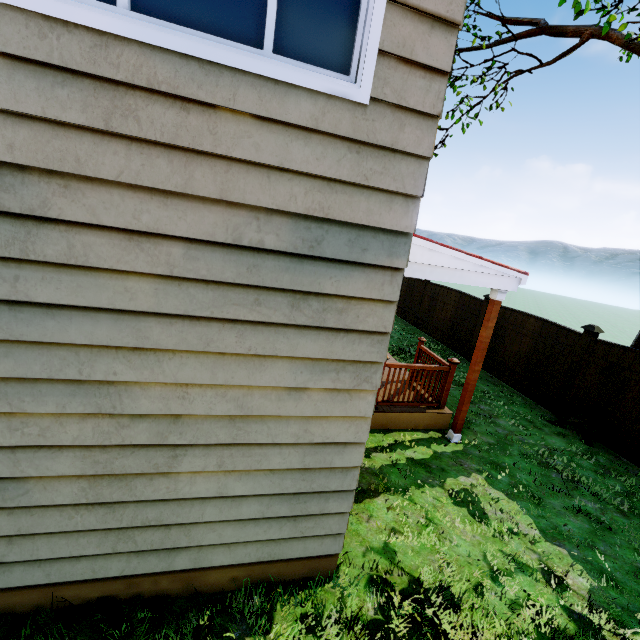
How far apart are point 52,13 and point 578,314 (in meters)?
37.95

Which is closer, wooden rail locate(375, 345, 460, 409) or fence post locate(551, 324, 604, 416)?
wooden rail locate(375, 345, 460, 409)

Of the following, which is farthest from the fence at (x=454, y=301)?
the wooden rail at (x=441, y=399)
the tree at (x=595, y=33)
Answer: the wooden rail at (x=441, y=399)

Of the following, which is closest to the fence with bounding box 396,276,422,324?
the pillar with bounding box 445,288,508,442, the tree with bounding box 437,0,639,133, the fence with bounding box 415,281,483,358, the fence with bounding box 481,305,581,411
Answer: the fence with bounding box 415,281,483,358

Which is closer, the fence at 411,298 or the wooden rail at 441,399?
the wooden rail at 441,399

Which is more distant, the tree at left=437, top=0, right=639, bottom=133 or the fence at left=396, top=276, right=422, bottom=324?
the fence at left=396, top=276, right=422, bottom=324

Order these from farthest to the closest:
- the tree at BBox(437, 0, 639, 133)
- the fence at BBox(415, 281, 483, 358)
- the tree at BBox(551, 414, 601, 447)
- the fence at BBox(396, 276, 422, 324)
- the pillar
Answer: the fence at BBox(396, 276, 422, 324), the fence at BBox(415, 281, 483, 358), the tree at BBox(551, 414, 601, 447), the pillar, the tree at BBox(437, 0, 639, 133)

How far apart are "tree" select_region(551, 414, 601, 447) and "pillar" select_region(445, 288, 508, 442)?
2.91m
